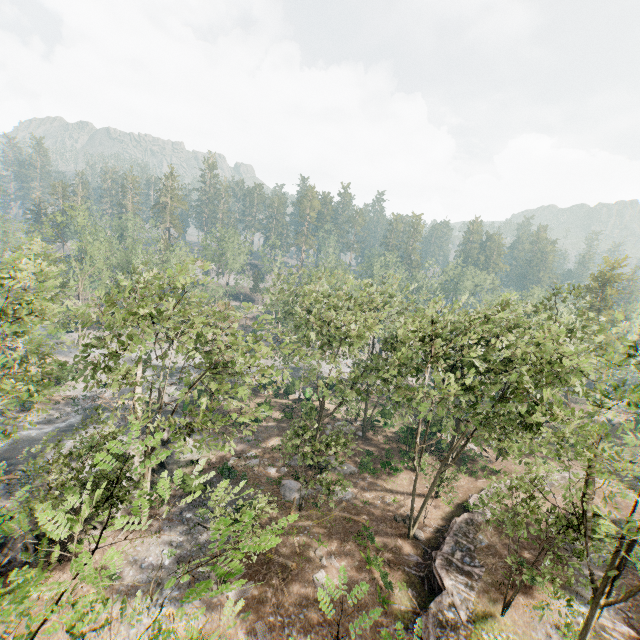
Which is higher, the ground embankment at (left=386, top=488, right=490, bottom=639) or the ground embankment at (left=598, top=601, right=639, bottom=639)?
the ground embankment at (left=598, top=601, right=639, bottom=639)

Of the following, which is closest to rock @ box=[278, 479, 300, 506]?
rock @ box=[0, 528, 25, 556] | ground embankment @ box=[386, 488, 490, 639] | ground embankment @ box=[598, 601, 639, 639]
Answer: ground embankment @ box=[386, 488, 490, 639]

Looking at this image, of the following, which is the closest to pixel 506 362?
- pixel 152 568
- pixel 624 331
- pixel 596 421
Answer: pixel 624 331

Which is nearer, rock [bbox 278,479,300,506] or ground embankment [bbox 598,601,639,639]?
ground embankment [bbox 598,601,639,639]

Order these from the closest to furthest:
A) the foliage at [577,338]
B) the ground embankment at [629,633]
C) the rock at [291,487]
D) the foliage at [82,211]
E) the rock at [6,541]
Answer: the foliage at [577,338]
the ground embankment at [629,633]
the rock at [6,541]
the rock at [291,487]
the foliage at [82,211]

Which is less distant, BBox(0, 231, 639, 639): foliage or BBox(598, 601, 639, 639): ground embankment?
BBox(0, 231, 639, 639): foliage

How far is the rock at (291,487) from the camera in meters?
28.5 m

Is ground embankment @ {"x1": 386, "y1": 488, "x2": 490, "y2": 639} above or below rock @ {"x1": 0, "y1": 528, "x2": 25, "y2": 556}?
above
